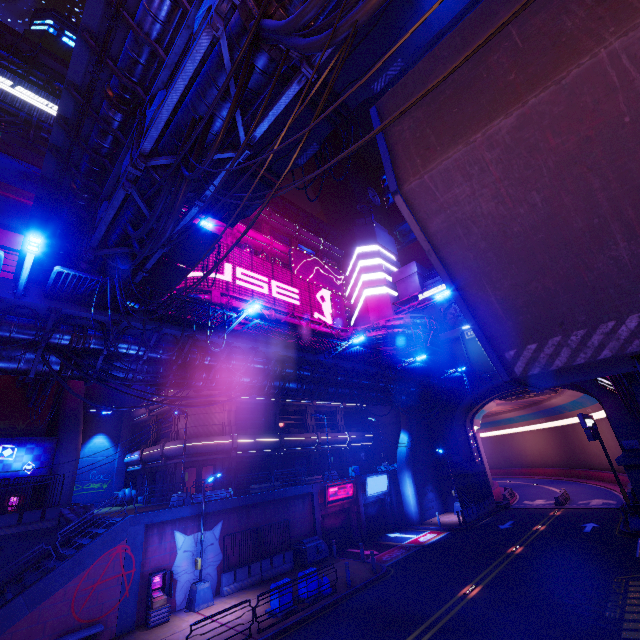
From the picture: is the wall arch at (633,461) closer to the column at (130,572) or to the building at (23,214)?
the column at (130,572)

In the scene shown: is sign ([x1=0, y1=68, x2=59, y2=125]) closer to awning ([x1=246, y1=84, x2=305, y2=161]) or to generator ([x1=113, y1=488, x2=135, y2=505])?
awning ([x1=246, y1=84, x2=305, y2=161])

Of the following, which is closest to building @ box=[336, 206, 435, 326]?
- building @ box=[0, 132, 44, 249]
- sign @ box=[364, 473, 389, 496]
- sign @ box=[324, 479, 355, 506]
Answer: sign @ box=[364, 473, 389, 496]

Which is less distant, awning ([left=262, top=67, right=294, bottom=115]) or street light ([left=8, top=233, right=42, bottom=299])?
street light ([left=8, top=233, right=42, bottom=299])

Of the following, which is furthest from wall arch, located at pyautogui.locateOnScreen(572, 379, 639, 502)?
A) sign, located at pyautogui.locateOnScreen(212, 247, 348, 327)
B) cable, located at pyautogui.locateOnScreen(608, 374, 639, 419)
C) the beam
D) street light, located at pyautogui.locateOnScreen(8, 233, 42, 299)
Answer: street light, located at pyautogui.locateOnScreen(8, 233, 42, 299)

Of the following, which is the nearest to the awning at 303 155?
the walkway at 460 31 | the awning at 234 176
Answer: the awning at 234 176

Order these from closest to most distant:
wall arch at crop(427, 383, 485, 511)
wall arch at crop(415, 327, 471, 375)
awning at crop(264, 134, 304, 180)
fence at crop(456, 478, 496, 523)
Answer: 1. awning at crop(264, 134, 304, 180)
2. fence at crop(456, 478, 496, 523)
3. wall arch at crop(427, 383, 485, 511)
4. wall arch at crop(415, 327, 471, 375)

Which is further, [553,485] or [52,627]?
[553,485]
